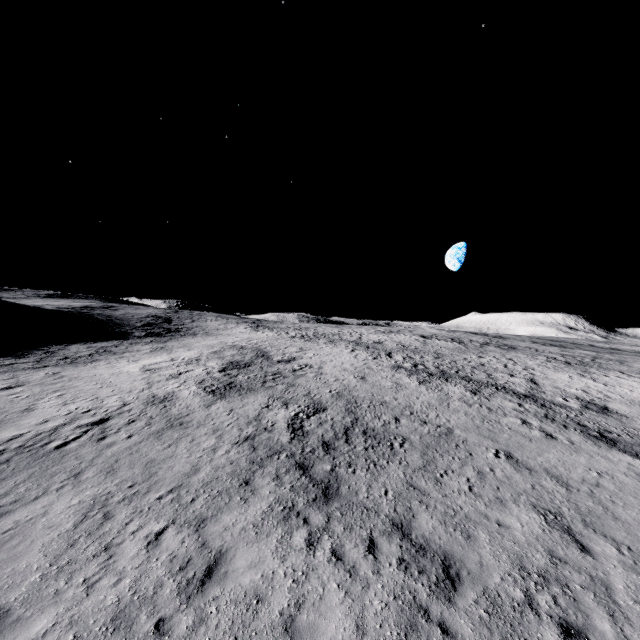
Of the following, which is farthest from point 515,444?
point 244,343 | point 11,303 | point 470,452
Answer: point 11,303
